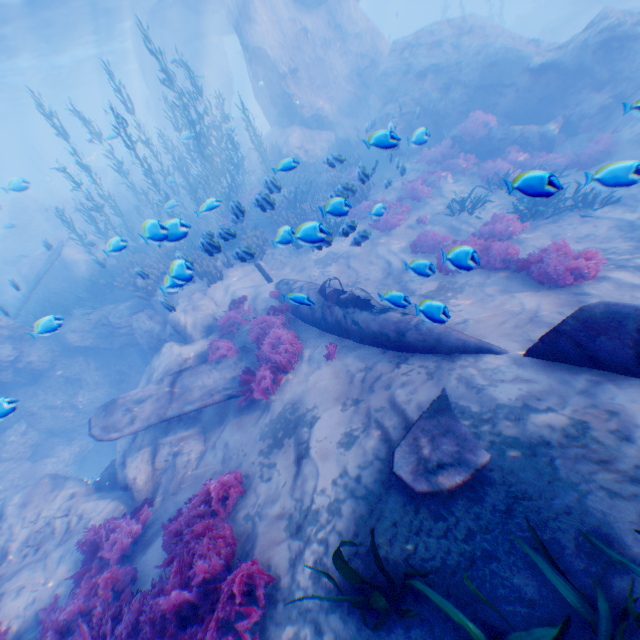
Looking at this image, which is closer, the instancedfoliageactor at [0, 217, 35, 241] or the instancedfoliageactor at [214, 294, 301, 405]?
the instancedfoliageactor at [214, 294, 301, 405]

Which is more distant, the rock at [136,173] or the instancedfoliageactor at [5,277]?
the rock at [136,173]

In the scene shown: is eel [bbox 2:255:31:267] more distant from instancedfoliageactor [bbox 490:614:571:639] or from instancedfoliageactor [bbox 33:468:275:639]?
instancedfoliageactor [bbox 490:614:571:639]

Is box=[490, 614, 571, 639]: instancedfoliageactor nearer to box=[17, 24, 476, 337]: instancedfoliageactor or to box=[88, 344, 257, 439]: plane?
box=[17, 24, 476, 337]: instancedfoliageactor

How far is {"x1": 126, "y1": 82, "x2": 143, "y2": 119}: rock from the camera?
58.8 meters

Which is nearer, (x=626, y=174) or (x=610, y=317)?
(x=610, y=317)

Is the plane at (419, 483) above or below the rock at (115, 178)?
below
